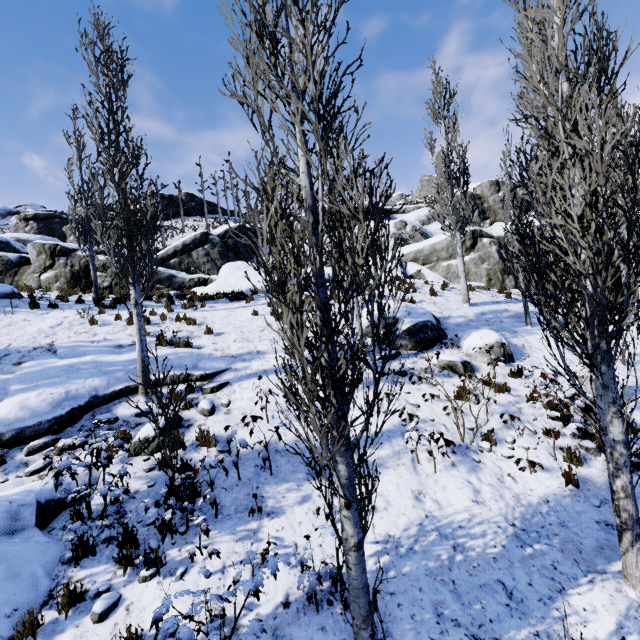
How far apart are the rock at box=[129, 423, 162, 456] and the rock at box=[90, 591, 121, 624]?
2.45m

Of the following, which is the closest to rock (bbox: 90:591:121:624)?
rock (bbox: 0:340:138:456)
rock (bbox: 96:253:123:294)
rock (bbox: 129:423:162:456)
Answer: rock (bbox: 129:423:162:456)

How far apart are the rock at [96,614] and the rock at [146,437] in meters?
2.5

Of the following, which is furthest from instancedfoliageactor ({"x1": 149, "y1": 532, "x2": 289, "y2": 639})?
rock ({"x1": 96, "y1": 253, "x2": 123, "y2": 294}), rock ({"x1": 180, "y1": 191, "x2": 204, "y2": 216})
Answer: rock ({"x1": 180, "y1": 191, "x2": 204, "y2": 216})

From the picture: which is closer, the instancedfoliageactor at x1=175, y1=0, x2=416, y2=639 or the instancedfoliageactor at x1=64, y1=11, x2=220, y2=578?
the instancedfoliageactor at x1=175, y1=0, x2=416, y2=639

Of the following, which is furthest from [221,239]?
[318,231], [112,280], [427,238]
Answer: [318,231]

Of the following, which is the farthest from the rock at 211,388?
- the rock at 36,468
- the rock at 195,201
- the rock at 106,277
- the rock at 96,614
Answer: the rock at 195,201

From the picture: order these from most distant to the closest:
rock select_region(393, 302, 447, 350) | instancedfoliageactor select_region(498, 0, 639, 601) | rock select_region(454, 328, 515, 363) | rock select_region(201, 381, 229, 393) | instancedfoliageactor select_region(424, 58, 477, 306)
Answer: instancedfoliageactor select_region(424, 58, 477, 306) → rock select_region(393, 302, 447, 350) → rock select_region(454, 328, 515, 363) → rock select_region(201, 381, 229, 393) → instancedfoliageactor select_region(498, 0, 639, 601)
